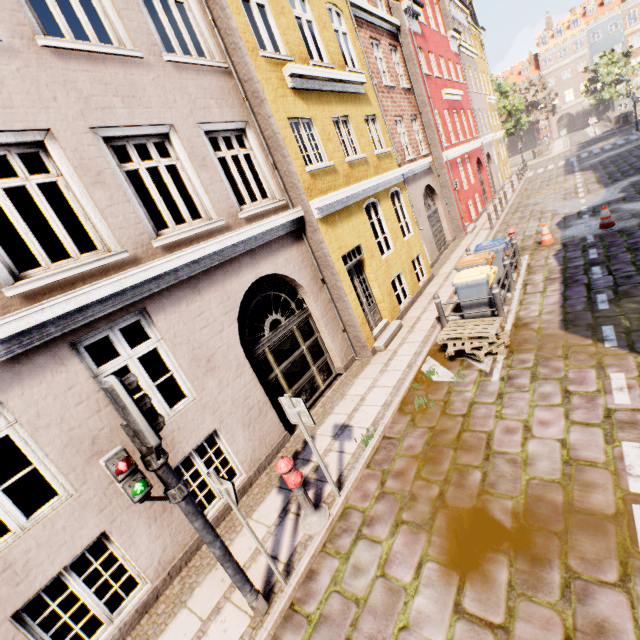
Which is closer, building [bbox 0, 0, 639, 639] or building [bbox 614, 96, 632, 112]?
building [bbox 0, 0, 639, 639]

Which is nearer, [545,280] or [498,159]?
[545,280]

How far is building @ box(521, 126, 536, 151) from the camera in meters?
57.2

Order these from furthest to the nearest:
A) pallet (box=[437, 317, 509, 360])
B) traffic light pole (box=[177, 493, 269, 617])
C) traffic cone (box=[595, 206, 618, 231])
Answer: traffic cone (box=[595, 206, 618, 231])
pallet (box=[437, 317, 509, 360])
traffic light pole (box=[177, 493, 269, 617])

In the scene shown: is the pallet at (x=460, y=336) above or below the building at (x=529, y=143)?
below

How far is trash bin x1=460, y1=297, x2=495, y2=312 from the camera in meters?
8.1

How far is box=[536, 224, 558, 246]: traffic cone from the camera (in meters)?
11.50

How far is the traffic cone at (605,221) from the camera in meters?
10.6 m
